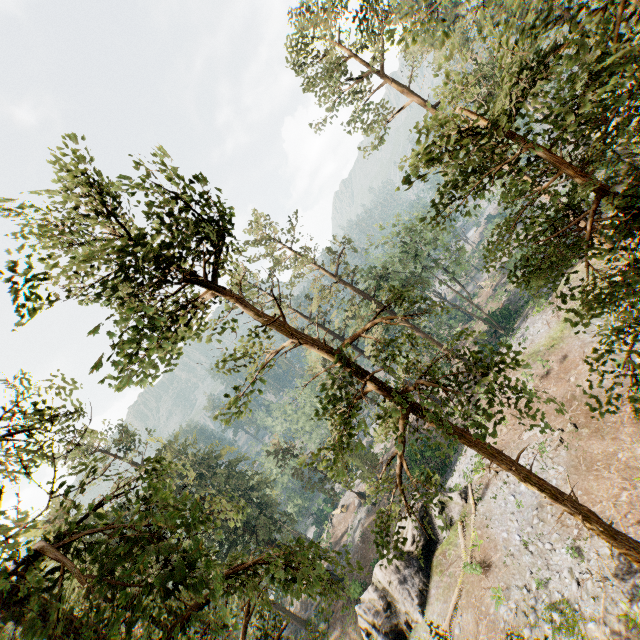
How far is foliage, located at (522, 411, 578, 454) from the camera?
6.9m

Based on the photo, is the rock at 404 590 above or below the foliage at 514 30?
Result: below

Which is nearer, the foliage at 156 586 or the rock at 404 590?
the foliage at 156 586

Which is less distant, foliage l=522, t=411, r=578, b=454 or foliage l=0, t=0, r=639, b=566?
foliage l=0, t=0, r=639, b=566

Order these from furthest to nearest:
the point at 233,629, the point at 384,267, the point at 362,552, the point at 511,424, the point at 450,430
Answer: the point at 362,552
the point at 384,267
the point at 511,424
the point at 450,430
the point at 233,629

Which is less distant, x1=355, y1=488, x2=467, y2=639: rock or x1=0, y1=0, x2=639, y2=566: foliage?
x1=0, y1=0, x2=639, y2=566: foliage

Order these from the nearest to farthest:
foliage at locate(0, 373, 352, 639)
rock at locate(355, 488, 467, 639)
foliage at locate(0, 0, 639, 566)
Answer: foliage at locate(0, 373, 352, 639)
foliage at locate(0, 0, 639, 566)
rock at locate(355, 488, 467, 639)
